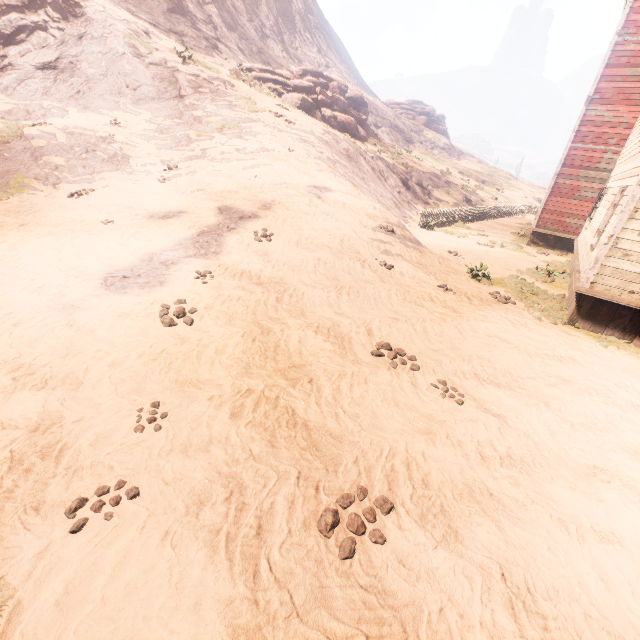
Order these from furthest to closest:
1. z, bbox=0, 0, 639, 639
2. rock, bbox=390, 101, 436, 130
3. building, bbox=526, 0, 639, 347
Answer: rock, bbox=390, 101, 436, 130 → building, bbox=526, 0, 639, 347 → z, bbox=0, 0, 639, 639

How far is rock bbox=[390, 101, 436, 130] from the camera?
57.9 meters

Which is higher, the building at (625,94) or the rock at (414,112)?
the rock at (414,112)

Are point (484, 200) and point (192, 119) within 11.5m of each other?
no

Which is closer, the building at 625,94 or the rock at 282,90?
the building at 625,94

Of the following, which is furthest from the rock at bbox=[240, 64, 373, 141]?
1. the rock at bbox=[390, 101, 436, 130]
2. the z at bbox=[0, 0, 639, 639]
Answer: the rock at bbox=[390, 101, 436, 130]

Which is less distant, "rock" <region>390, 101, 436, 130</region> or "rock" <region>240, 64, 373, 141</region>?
"rock" <region>240, 64, 373, 141</region>

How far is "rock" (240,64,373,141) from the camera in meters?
25.6 m
